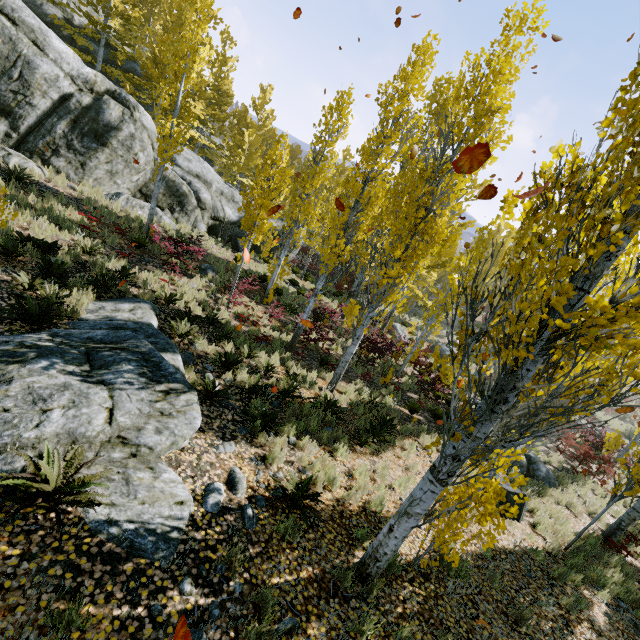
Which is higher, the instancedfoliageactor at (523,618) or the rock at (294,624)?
the rock at (294,624)

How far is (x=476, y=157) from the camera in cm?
246

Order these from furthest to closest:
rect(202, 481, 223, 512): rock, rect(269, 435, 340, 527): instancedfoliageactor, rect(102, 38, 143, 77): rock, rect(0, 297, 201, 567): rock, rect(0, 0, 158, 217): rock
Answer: rect(102, 38, 143, 77): rock
rect(0, 0, 158, 217): rock
rect(269, 435, 340, 527): instancedfoliageactor
rect(202, 481, 223, 512): rock
rect(0, 297, 201, 567): rock

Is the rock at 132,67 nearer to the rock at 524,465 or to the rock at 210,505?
the rock at 210,505

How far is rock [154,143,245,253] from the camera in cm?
1838

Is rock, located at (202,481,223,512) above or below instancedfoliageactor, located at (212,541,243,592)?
below

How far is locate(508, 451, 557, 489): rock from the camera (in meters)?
11.74

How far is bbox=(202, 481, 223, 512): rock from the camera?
4.27m
